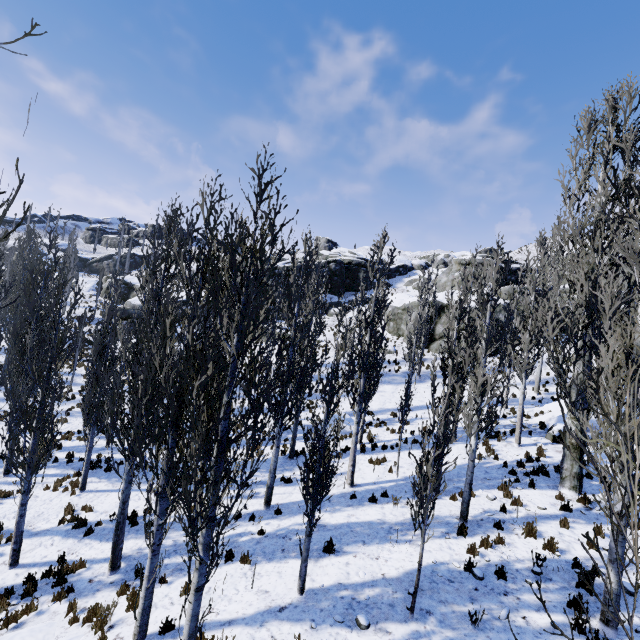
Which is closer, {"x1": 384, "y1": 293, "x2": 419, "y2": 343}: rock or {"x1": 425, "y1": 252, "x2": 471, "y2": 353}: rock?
{"x1": 425, "y1": 252, "x2": 471, "y2": 353}: rock

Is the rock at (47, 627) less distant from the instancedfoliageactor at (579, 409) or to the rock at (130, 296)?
the instancedfoliageactor at (579, 409)

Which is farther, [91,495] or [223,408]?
[91,495]

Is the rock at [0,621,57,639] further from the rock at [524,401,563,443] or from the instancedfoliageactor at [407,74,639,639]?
the rock at [524,401,563,443]

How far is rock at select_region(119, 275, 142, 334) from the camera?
36.0 meters
